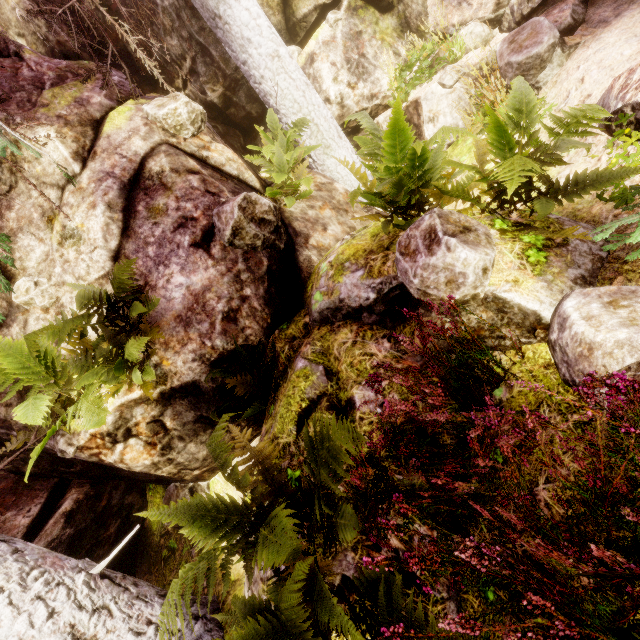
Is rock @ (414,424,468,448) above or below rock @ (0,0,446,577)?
below

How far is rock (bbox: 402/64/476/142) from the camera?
6.0 meters

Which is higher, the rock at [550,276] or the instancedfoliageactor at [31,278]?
the instancedfoliageactor at [31,278]

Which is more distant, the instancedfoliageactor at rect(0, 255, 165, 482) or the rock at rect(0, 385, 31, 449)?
the rock at rect(0, 385, 31, 449)

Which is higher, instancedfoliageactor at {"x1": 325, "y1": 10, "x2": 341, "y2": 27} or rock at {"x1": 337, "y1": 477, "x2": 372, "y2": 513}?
instancedfoliageactor at {"x1": 325, "y1": 10, "x2": 341, "y2": 27}

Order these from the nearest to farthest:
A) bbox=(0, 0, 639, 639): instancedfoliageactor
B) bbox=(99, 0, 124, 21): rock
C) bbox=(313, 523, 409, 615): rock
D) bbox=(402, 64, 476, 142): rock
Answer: bbox=(0, 0, 639, 639): instancedfoliageactor < bbox=(313, 523, 409, 615): rock < bbox=(402, 64, 476, 142): rock < bbox=(99, 0, 124, 21): rock

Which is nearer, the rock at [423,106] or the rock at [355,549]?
the rock at [355,549]

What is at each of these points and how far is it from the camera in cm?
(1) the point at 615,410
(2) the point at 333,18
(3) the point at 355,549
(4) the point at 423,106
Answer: (1) instancedfoliageactor, 169
(2) instancedfoliageactor, 649
(3) rock, 235
(4) rock, 634
